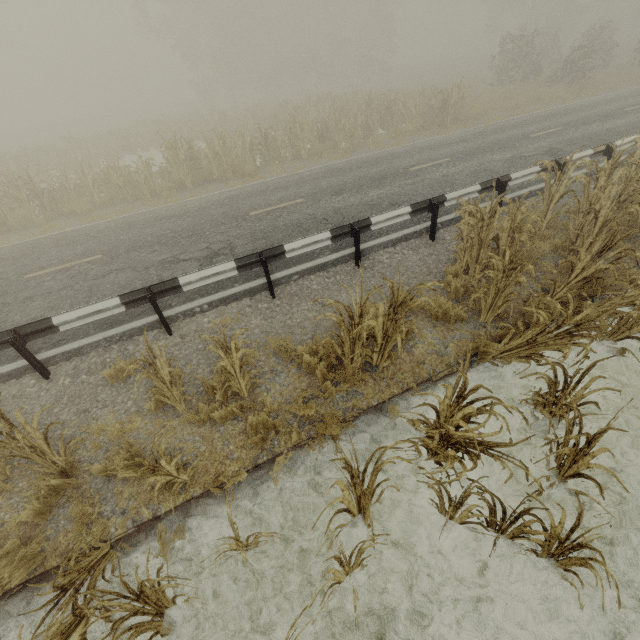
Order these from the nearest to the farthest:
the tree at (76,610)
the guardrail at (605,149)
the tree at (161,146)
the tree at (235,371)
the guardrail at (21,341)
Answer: the tree at (76,610) < the tree at (235,371) < the guardrail at (21,341) < the guardrail at (605,149) < the tree at (161,146)

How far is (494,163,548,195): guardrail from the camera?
7.7 meters

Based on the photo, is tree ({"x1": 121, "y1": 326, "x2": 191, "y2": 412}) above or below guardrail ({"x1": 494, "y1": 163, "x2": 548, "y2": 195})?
below

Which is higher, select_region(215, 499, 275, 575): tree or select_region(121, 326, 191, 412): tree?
select_region(121, 326, 191, 412): tree

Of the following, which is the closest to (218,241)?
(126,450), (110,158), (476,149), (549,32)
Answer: (126,450)

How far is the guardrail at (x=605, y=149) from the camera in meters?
8.6

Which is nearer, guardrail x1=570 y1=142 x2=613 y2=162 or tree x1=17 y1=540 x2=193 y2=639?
tree x1=17 y1=540 x2=193 y2=639
